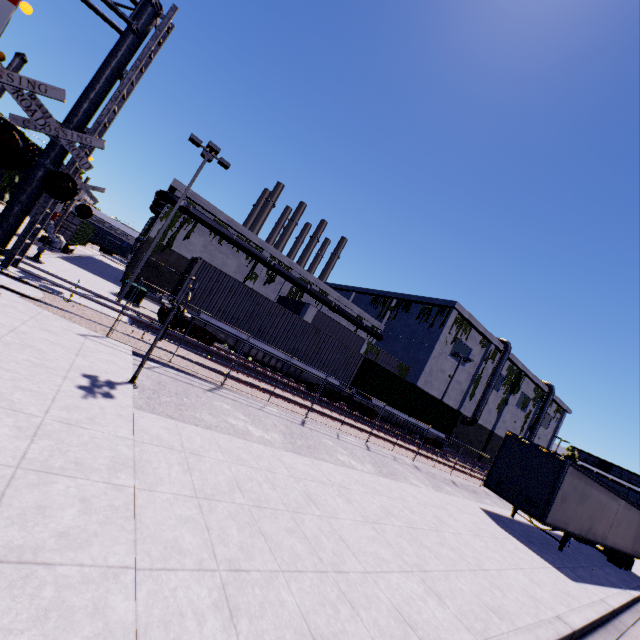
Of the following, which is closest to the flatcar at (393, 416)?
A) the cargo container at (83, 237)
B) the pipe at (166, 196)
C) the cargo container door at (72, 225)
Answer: the cargo container at (83, 237)

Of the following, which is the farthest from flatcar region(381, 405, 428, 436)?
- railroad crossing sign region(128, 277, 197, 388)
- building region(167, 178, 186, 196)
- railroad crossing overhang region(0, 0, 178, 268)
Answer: railroad crossing sign region(128, 277, 197, 388)

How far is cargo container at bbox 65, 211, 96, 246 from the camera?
26.91m

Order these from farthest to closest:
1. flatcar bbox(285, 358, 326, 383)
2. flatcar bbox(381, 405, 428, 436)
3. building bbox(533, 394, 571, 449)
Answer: building bbox(533, 394, 571, 449)
flatcar bbox(381, 405, 428, 436)
flatcar bbox(285, 358, 326, 383)

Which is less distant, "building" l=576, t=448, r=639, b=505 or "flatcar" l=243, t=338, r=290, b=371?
"flatcar" l=243, t=338, r=290, b=371

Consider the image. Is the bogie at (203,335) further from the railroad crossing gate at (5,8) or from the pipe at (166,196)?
the pipe at (166,196)

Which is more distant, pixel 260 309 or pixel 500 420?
pixel 500 420

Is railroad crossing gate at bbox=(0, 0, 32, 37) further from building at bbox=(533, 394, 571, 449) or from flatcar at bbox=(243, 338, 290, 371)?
flatcar at bbox=(243, 338, 290, 371)
